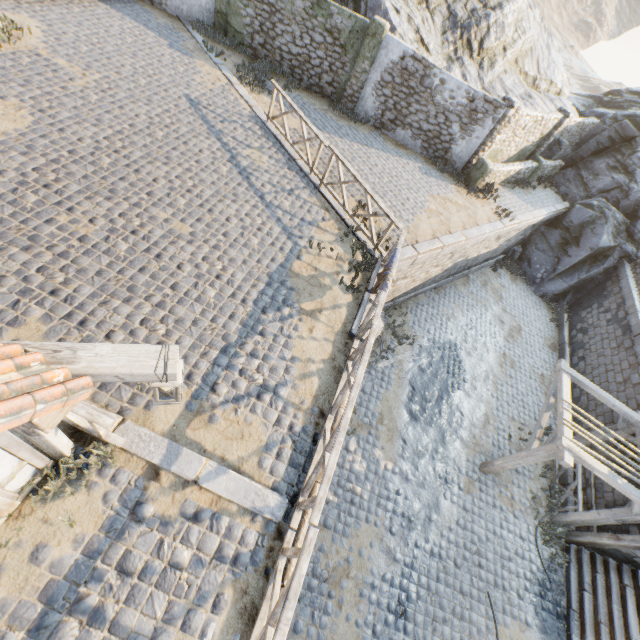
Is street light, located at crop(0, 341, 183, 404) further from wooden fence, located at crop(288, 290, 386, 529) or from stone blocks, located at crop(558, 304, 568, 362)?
stone blocks, located at crop(558, 304, 568, 362)

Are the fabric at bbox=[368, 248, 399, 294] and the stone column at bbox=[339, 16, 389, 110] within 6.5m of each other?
no

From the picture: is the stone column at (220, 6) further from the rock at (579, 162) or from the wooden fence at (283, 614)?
the wooden fence at (283, 614)

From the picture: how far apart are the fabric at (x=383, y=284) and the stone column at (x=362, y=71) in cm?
985

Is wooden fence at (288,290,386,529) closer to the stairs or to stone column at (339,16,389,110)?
stone column at (339,16,389,110)

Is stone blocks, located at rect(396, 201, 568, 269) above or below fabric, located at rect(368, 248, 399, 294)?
below

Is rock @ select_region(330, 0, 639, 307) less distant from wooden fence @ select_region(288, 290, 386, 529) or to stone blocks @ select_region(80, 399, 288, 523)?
wooden fence @ select_region(288, 290, 386, 529)

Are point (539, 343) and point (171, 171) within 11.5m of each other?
no
